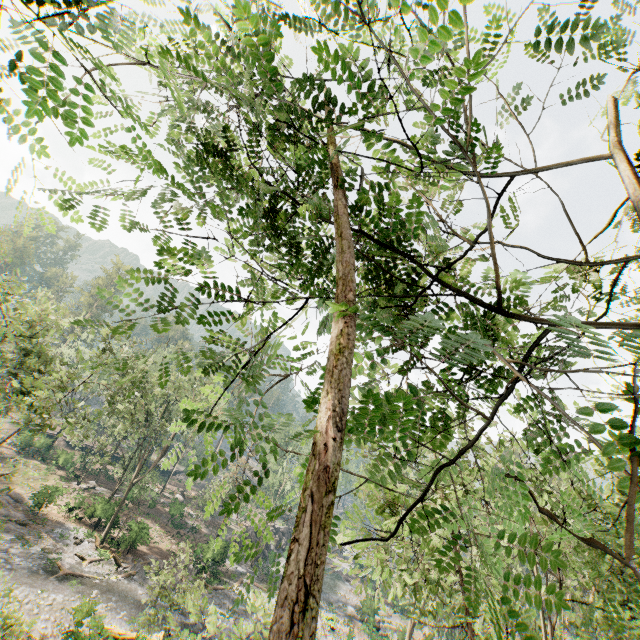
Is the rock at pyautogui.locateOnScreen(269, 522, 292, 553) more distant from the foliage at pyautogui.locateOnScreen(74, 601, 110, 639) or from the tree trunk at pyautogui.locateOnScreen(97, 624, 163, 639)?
the tree trunk at pyautogui.locateOnScreen(97, 624, 163, 639)

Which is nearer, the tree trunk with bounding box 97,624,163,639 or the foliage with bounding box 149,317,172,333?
the foliage with bounding box 149,317,172,333

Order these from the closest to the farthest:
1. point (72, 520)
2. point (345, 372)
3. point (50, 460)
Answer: point (345, 372), point (72, 520), point (50, 460)

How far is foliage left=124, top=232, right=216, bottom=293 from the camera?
2.3m

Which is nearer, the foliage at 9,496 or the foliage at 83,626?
the foliage at 83,626

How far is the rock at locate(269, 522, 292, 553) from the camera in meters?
51.2 m
